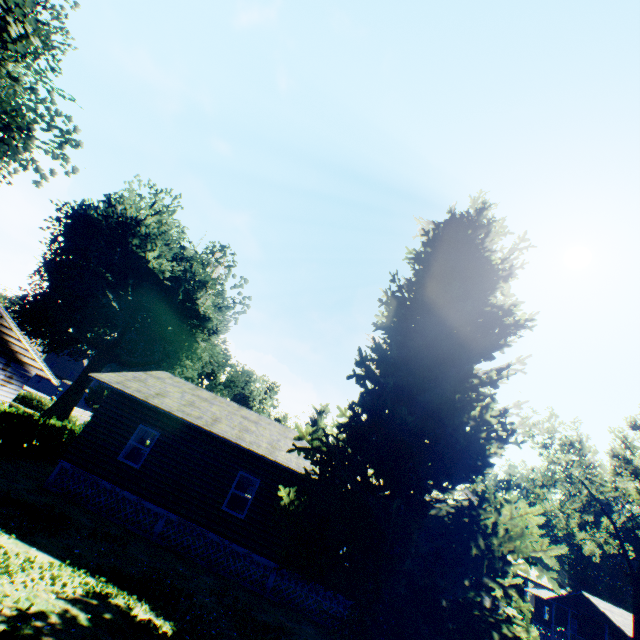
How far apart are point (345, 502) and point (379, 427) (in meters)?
2.98

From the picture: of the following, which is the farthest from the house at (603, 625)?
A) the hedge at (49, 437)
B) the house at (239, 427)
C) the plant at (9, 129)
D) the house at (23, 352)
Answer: the house at (23, 352)

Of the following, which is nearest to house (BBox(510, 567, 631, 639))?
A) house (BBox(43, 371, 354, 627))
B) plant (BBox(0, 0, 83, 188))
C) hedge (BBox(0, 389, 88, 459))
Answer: house (BBox(43, 371, 354, 627))

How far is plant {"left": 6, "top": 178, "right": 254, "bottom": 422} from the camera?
25.1m

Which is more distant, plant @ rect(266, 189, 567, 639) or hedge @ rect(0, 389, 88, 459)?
hedge @ rect(0, 389, 88, 459)

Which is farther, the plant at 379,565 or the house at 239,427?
the house at 239,427

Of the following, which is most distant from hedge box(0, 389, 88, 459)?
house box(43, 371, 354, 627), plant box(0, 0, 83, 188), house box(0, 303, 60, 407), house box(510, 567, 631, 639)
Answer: house box(510, 567, 631, 639)
